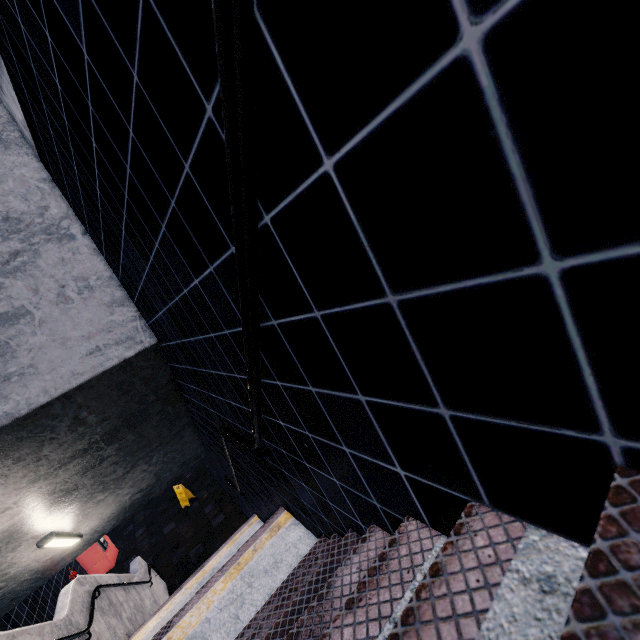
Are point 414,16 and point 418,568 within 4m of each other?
yes
